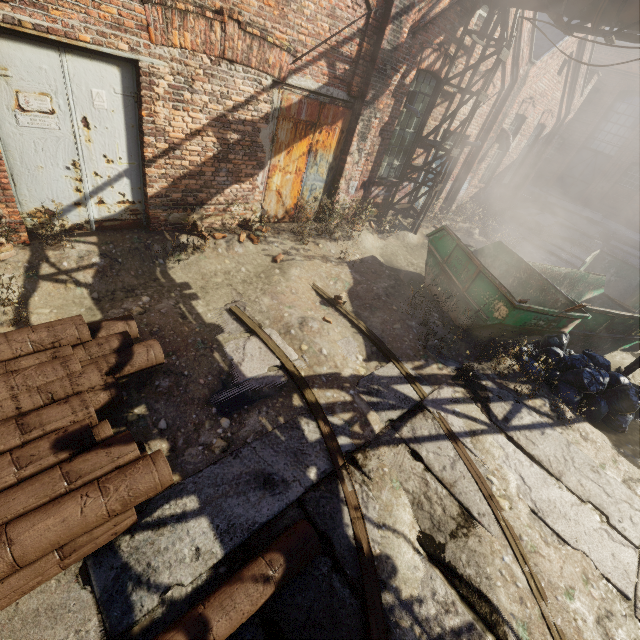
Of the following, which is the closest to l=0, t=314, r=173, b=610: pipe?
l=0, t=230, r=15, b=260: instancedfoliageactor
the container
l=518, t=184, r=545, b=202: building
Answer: l=0, t=230, r=15, b=260: instancedfoliageactor

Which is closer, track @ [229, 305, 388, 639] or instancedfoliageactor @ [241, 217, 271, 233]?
track @ [229, 305, 388, 639]

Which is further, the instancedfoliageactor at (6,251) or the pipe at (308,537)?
the instancedfoliageactor at (6,251)

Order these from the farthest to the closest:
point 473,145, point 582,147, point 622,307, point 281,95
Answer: point 582,147 < point 473,145 < point 622,307 < point 281,95

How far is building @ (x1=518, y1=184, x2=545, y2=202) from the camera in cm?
2053

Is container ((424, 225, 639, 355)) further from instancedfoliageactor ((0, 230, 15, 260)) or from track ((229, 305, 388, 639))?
instancedfoliageactor ((0, 230, 15, 260))

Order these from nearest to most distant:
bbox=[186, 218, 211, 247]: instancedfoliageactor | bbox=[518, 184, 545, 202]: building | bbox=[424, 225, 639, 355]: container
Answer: bbox=[186, 218, 211, 247]: instancedfoliageactor < bbox=[424, 225, 639, 355]: container < bbox=[518, 184, 545, 202]: building

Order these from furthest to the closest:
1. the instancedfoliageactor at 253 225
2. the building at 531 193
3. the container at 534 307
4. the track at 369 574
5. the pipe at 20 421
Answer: the building at 531 193 → the instancedfoliageactor at 253 225 → the container at 534 307 → the track at 369 574 → the pipe at 20 421
